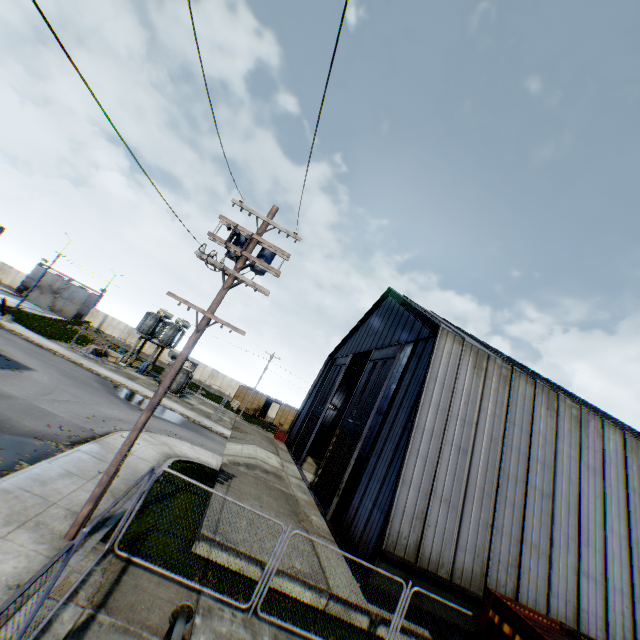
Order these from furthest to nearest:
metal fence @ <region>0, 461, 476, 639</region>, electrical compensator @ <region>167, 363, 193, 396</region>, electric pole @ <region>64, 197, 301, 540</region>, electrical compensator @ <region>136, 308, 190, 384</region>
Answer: electrical compensator @ <region>136, 308, 190, 384</region>
electrical compensator @ <region>167, 363, 193, 396</region>
electric pole @ <region>64, 197, 301, 540</region>
metal fence @ <region>0, 461, 476, 639</region>

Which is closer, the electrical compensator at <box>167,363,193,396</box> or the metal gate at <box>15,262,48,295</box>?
the electrical compensator at <box>167,363,193,396</box>

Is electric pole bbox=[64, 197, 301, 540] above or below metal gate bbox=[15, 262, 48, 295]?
below

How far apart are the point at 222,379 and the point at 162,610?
50.8 meters

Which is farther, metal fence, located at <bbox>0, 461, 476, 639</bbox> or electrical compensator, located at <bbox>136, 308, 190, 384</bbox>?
electrical compensator, located at <bbox>136, 308, 190, 384</bbox>

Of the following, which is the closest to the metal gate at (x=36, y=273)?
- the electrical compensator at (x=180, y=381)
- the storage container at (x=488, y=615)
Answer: the electrical compensator at (x=180, y=381)

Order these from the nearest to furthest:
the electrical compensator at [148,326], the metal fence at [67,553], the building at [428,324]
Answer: the metal fence at [67,553]
the building at [428,324]
the electrical compensator at [148,326]

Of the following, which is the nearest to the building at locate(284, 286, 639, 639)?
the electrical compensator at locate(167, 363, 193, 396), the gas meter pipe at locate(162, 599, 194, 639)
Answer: the gas meter pipe at locate(162, 599, 194, 639)
